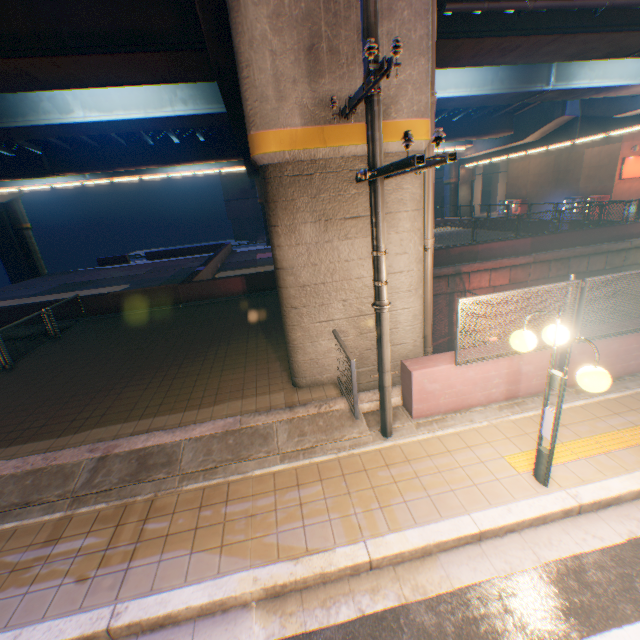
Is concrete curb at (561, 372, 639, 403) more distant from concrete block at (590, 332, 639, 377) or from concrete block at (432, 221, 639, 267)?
concrete block at (432, 221, 639, 267)

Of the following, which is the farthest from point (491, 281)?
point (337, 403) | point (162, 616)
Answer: point (162, 616)

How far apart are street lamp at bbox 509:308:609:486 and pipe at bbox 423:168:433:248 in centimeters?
316cm

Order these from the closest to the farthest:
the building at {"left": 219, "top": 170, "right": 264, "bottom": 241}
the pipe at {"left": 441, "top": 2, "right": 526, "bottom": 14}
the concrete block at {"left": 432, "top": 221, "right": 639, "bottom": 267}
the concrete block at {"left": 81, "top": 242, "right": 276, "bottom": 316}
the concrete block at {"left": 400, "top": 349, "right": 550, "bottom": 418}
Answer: the concrete block at {"left": 400, "top": 349, "right": 550, "bottom": 418}, the pipe at {"left": 441, "top": 2, "right": 526, "bottom": 14}, the concrete block at {"left": 81, "top": 242, "right": 276, "bottom": 316}, the concrete block at {"left": 432, "top": 221, "right": 639, "bottom": 267}, the building at {"left": 219, "top": 170, "right": 264, "bottom": 241}

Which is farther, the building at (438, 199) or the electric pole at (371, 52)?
the building at (438, 199)

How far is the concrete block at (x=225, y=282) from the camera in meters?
14.4

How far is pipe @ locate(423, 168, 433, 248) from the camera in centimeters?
645cm

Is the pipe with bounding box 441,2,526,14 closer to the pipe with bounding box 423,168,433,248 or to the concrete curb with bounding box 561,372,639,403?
the pipe with bounding box 423,168,433,248
